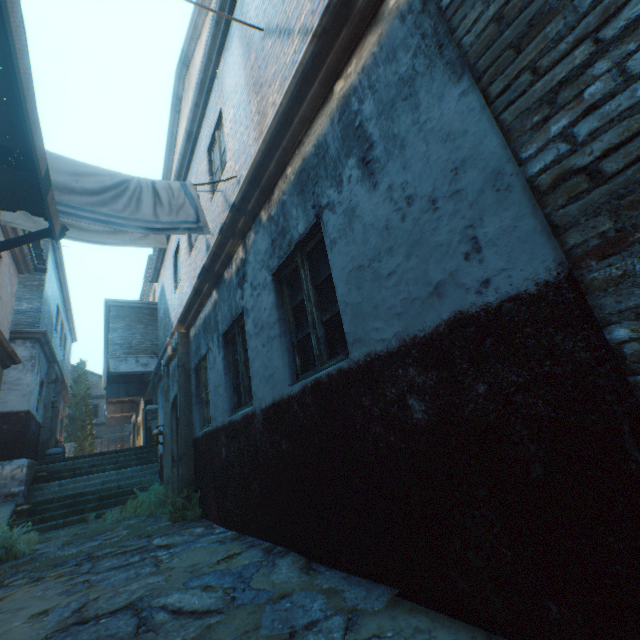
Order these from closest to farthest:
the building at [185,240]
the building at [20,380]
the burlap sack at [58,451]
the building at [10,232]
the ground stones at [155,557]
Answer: the building at [185,240], the ground stones at [155,557], the building at [10,232], the building at [20,380], the burlap sack at [58,451]

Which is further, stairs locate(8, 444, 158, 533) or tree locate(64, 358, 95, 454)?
tree locate(64, 358, 95, 454)

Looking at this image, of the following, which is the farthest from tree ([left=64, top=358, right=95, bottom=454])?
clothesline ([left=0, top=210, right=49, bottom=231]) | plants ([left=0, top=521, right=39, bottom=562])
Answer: clothesline ([left=0, top=210, right=49, bottom=231])

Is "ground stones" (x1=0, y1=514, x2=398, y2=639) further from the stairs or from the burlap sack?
the burlap sack

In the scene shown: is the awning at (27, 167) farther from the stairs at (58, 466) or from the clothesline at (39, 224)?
the stairs at (58, 466)

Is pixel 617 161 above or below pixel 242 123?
below

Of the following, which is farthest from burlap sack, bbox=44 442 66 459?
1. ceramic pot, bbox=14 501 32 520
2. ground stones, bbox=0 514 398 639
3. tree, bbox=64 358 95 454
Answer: Result: tree, bbox=64 358 95 454

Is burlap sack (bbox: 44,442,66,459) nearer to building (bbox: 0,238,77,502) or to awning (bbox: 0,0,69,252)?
building (bbox: 0,238,77,502)
